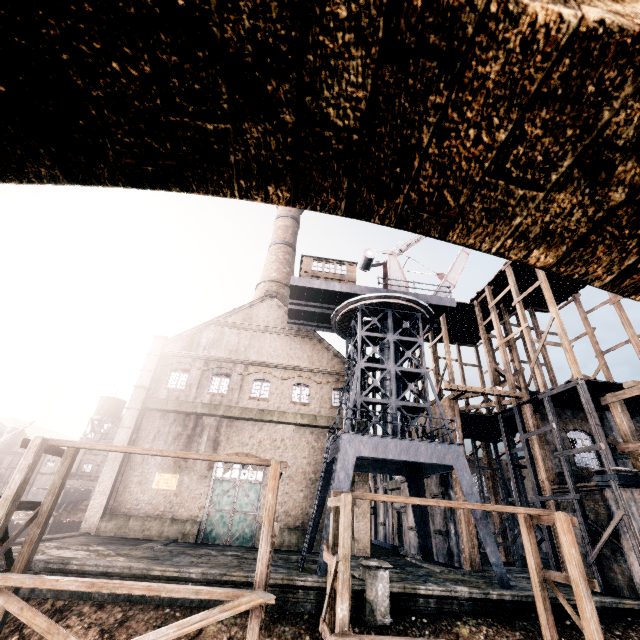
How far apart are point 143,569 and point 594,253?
17.8 meters

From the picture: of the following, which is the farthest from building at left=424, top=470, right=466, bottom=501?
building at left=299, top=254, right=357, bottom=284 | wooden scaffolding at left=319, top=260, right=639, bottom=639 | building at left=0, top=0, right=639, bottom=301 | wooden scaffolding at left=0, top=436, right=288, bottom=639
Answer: building at left=0, top=0, right=639, bottom=301

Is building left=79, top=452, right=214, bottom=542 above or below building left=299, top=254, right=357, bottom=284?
below

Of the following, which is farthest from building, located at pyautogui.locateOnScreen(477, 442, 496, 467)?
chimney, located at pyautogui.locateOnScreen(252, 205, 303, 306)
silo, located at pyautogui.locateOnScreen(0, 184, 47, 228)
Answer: silo, located at pyautogui.locateOnScreen(0, 184, 47, 228)

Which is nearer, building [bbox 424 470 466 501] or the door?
building [bbox 424 470 466 501]

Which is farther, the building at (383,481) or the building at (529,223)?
the building at (383,481)

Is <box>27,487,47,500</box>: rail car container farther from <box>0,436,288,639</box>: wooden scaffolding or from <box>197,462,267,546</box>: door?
<box>0,436,288,639</box>: wooden scaffolding

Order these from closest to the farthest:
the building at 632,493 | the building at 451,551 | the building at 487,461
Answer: the building at 632,493
the building at 451,551
the building at 487,461
